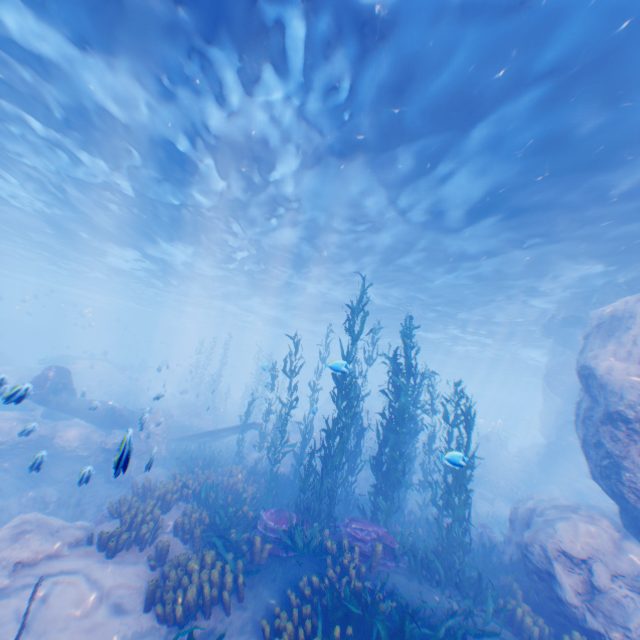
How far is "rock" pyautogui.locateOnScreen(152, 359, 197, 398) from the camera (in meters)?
24.03

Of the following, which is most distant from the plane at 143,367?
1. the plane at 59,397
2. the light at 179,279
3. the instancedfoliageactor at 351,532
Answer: the plane at 59,397

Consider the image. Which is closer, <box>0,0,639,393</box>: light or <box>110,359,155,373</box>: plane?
<box>0,0,639,393</box>: light

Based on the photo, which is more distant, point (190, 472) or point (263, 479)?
point (263, 479)

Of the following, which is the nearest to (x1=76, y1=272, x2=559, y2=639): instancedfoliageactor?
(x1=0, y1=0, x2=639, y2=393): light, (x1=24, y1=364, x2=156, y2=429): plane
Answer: (x1=24, y1=364, x2=156, y2=429): plane

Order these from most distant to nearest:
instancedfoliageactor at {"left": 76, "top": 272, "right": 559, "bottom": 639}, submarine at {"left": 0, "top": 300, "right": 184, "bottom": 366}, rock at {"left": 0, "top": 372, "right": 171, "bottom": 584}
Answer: submarine at {"left": 0, "top": 300, "right": 184, "bottom": 366}, rock at {"left": 0, "top": 372, "right": 171, "bottom": 584}, instancedfoliageactor at {"left": 76, "top": 272, "right": 559, "bottom": 639}

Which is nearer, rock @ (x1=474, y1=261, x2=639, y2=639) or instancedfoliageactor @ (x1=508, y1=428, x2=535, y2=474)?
rock @ (x1=474, y1=261, x2=639, y2=639)

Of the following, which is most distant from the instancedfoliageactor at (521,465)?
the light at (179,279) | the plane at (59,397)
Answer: the light at (179,279)
